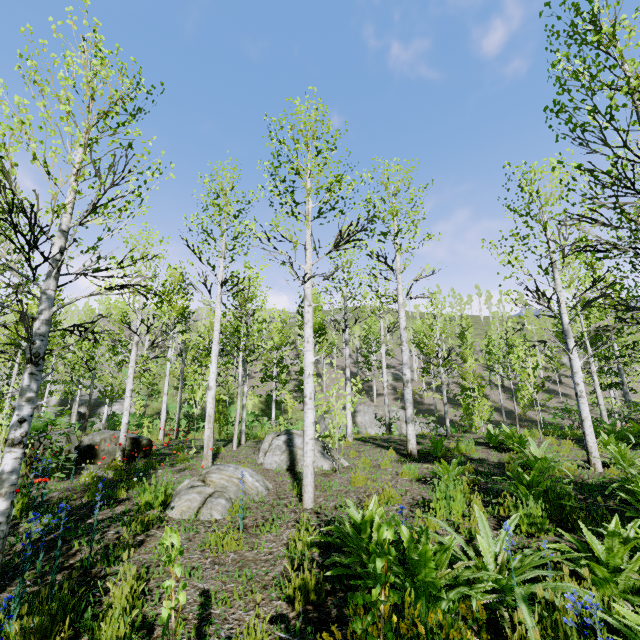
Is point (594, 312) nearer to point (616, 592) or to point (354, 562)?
point (616, 592)

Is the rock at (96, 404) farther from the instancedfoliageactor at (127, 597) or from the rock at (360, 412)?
the rock at (360, 412)

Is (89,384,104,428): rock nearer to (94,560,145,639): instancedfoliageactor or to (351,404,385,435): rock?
(94,560,145,639): instancedfoliageactor

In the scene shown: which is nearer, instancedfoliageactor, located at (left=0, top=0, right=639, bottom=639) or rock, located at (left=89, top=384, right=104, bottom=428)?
instancedfoliageactor, located at (left=0, top=0, right=639, bottom=639)

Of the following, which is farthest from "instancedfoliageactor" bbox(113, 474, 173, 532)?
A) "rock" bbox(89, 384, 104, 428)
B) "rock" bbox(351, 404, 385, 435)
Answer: "rock" bbox(351, 404, 385, 435)

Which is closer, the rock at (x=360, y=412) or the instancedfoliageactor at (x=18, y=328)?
the instancedfoliageactor at (x=18, y=328)
